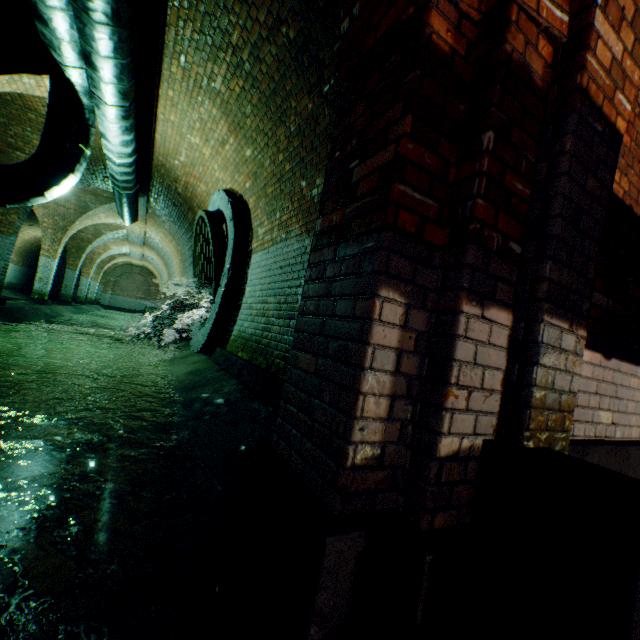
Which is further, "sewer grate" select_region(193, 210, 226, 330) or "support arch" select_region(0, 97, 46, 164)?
"support arch" select_region(0, 97, 46, 164)

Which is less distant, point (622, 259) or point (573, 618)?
point (573, 618)

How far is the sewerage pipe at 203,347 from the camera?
5.4 meters

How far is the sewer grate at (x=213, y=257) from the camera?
5.8 meters

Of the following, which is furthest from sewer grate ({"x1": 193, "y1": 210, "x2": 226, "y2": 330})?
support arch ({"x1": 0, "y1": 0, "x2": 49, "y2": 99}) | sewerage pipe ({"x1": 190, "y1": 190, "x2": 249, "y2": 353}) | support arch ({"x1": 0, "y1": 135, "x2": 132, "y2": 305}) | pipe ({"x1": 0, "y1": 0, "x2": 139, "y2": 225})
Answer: support arch ({"x1": 0, "y1": 135, "x2": 132, "y2": 305})

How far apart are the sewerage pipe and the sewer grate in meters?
0.0 m

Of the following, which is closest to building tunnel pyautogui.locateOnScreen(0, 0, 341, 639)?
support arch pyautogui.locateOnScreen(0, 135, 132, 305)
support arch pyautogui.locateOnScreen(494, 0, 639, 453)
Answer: support arch pyautogui.locateOnScreen(0, 135, 132, 305)

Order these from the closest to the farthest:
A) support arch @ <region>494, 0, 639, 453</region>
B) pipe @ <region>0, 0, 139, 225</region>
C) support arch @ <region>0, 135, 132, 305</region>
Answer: support arch @ <region>494, 0, 639, 453</region>, pipe @ <region>0, 0, 139, 225</region>, support arch @ <region>0, 135, 132, 305</region>
